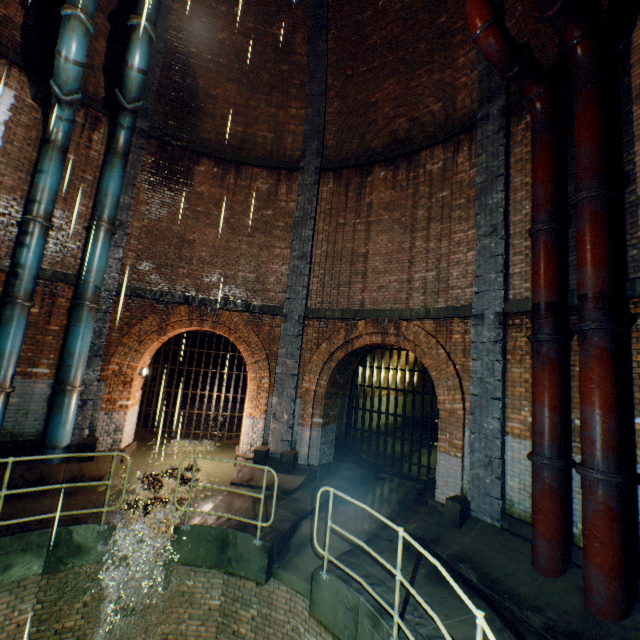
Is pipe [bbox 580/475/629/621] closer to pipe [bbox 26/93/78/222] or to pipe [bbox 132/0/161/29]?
pipe [bbox 26/93/78/222]

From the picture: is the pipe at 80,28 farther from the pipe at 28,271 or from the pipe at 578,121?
the pipe at 578,121

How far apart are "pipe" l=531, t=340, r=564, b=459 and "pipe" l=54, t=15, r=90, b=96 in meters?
10.8

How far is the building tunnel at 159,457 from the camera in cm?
976

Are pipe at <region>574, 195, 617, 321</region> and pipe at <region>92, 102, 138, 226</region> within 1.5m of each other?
no

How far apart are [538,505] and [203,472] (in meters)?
8.22

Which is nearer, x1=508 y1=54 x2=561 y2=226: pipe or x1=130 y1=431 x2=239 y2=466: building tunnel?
x1=508 y1=54 x2=561 y2=226: pipe

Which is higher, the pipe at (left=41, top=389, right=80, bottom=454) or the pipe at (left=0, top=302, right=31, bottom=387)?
the pipe at (left=0, top=302, right=31, bottom=387)
